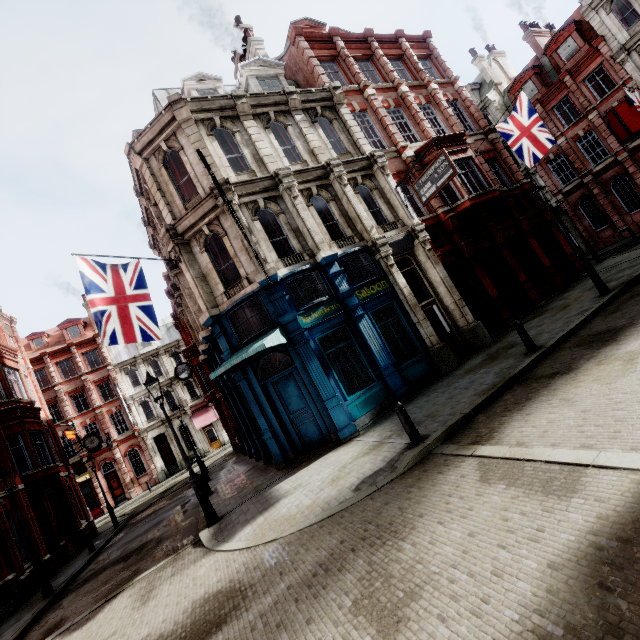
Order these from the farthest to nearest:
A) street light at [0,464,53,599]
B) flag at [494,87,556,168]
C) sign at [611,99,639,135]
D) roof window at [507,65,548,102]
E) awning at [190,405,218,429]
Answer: awning at [190,405,218,429]
roof window at [507,65,548,102]
sign at [611,99,639,135]
flag at [494,87,556,168]
street light at [0,464,53,599]

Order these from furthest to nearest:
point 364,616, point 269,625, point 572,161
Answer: point 572,161 < point 269,625 < point 364,616

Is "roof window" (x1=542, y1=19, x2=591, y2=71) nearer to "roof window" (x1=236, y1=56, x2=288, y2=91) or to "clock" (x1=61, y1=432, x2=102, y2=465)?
"roof window" (x1=236, y1=56, x2=288, y2=91)

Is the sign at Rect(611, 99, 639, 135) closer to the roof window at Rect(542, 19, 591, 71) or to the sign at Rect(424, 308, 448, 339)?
the roof window at Rect(542, 19, 591, 71)

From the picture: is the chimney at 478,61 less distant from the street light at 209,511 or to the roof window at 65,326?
the street light at 209,511

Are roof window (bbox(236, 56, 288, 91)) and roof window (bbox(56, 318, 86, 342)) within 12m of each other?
no

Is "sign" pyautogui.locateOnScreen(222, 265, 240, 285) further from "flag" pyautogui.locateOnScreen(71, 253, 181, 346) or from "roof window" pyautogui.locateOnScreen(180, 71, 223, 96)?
"roof window" pyautogui.locateOnScreen(180, 71, 223, 96)

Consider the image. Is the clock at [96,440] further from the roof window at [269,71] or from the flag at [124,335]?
the roof window at [269,71]
